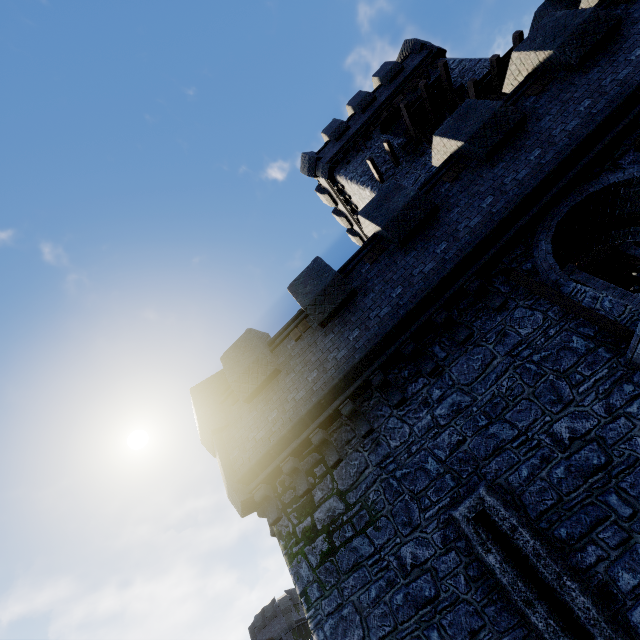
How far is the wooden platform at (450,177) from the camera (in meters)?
8.48

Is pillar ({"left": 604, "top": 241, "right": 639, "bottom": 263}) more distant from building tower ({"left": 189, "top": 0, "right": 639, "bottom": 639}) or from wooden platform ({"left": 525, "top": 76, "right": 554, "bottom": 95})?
wooden platform ({"left": 525, "top": 76, "right": 554, "bottom": 95})

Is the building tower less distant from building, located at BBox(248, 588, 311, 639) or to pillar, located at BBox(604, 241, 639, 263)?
pillar, located at BBox(604, 241, 639, 263)

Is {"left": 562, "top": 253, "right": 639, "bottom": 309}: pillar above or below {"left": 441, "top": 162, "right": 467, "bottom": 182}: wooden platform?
Result: below

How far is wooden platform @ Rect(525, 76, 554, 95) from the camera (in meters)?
8.20

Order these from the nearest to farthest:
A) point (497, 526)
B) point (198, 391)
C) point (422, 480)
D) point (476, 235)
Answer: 1. point (497, 526)
2. point (422, 480)
3. point (476, 235)
4. point (198, 391)

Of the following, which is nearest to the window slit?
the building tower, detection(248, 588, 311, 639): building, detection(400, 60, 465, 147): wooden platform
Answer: the building tower

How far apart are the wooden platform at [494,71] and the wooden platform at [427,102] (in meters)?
1.29
